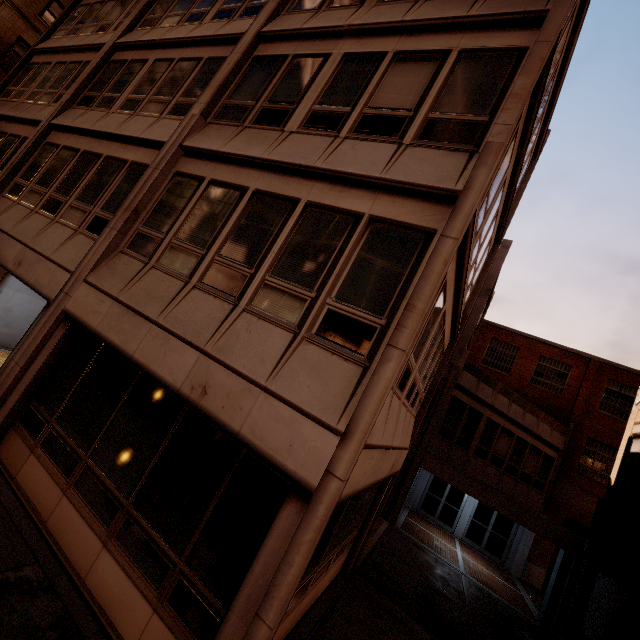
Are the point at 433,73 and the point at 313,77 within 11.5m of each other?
yes
